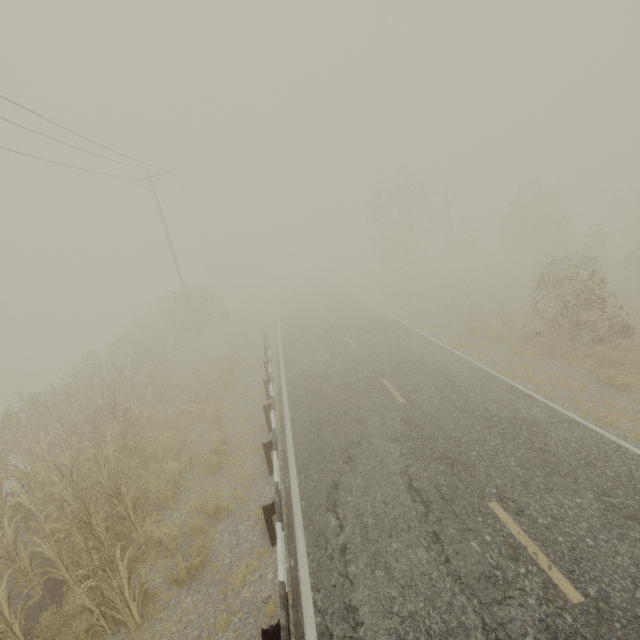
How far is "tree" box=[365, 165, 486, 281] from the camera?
33.7 meters

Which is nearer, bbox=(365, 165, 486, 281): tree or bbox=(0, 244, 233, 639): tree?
bbox=(0, 244, 233, 639): tree

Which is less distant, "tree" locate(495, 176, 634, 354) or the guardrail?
the guardrail

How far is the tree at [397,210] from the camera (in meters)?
33.66

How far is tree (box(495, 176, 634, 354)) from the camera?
11.6m

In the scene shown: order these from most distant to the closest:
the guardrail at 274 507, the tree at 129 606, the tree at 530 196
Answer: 1. the tree at 530 196
2. the tree at 129 606
3. the guardrail at 274 507

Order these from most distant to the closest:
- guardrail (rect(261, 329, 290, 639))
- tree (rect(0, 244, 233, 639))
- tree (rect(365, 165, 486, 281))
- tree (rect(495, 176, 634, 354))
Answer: tree (rect(365, 165, 486, 281)) < tree (rect(495, 176, 634, 354)) < tree (rect(0, 244, 233, 639)) < guardrail (rect(261, 329, 290, 639))

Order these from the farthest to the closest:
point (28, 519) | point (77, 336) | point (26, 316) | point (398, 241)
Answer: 1. point (26, 316)
2. point (77, 336)
3. point (398, 241)
4. point (28, 519)
